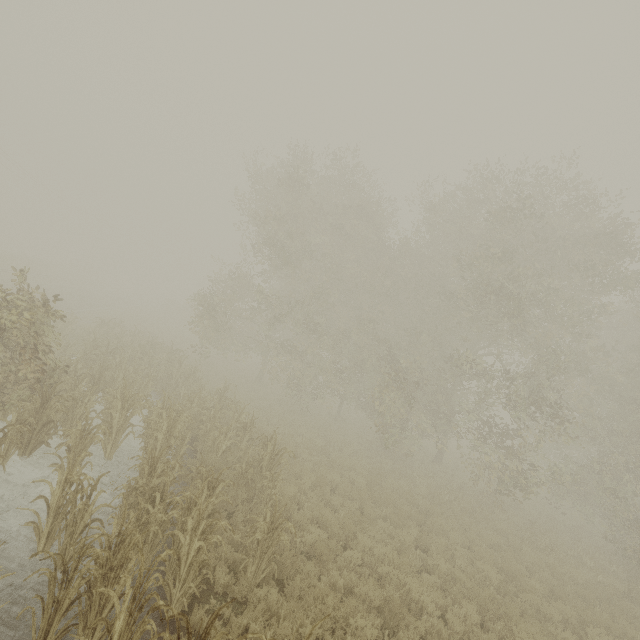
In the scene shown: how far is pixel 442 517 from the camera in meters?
12.6
